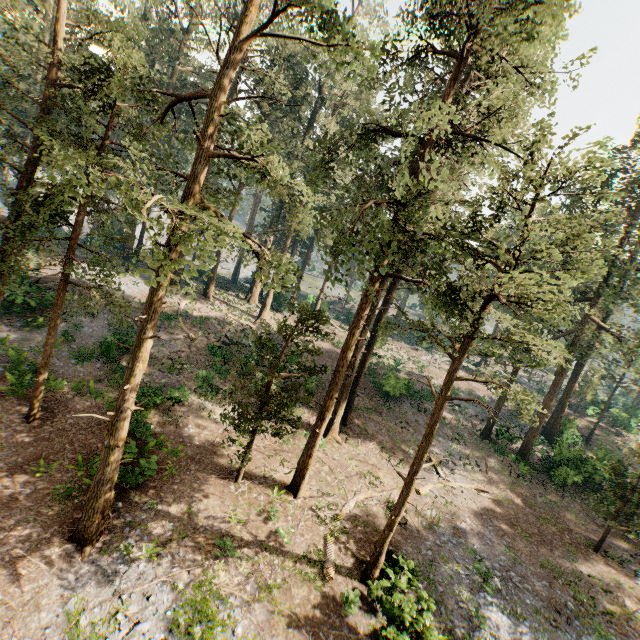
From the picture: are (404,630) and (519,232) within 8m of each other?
no
